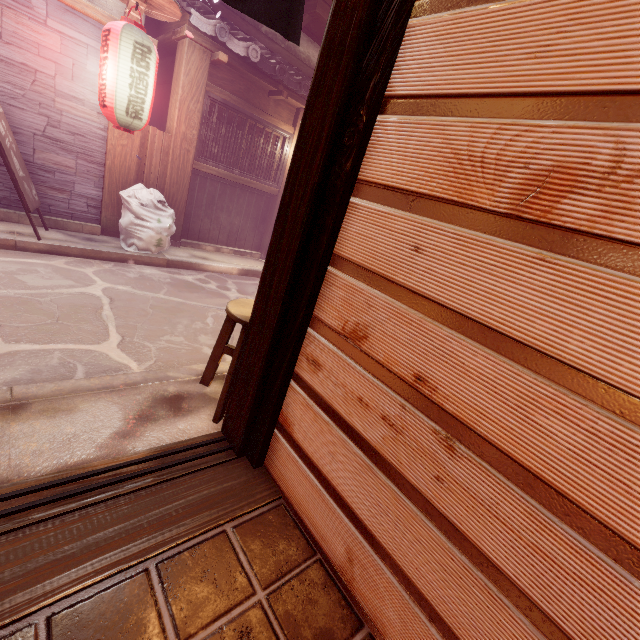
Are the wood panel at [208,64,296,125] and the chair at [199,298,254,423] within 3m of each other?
no

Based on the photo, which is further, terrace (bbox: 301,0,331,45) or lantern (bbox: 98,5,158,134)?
terrace (bbox: 301,0,331,45)

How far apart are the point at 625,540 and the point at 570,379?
0.7 meters

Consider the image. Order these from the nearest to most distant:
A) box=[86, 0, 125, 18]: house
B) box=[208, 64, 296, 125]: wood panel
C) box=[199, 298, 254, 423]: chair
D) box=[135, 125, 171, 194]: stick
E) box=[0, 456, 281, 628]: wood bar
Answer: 1. box=[0, 456, 281, 628]: wood bar
2. box=[199, 298, 254, 423]: chair
3. box=[86, 0, 125, 18]: house
4. box=[135, 125, 171, 194]: stick
5. box=[208, 64, 296, 125]: wood panel

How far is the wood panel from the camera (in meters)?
10.07

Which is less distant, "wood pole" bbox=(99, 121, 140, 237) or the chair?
the chair

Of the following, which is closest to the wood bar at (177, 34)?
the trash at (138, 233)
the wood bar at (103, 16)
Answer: the wood bar at (103, 16)

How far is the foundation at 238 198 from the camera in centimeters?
1140cm
